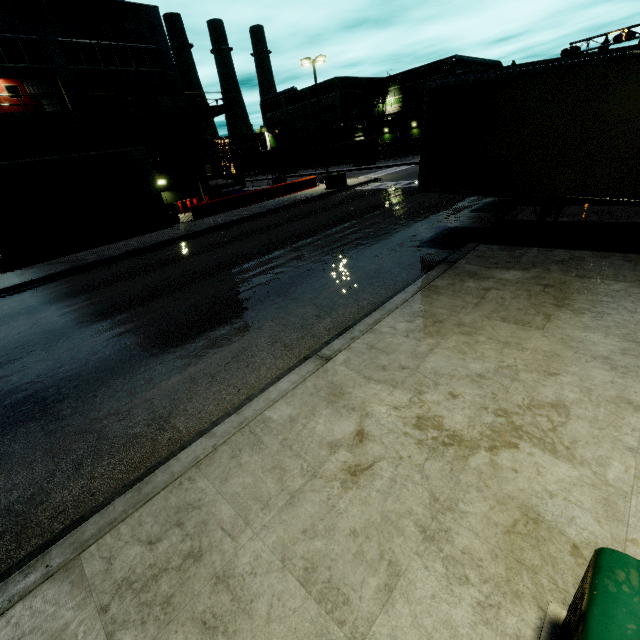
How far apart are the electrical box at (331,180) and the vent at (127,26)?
17.7m

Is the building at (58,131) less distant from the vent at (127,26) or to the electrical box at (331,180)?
the vent at (127,26)

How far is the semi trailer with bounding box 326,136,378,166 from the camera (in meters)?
47.22

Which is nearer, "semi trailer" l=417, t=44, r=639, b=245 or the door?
"semi trailer" l=417, t=44, r=639, b=245

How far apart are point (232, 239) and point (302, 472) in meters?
15.0

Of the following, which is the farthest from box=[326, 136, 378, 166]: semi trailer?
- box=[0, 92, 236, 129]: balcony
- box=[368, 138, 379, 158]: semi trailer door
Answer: box=[0, 92, 236, 129]: balcony

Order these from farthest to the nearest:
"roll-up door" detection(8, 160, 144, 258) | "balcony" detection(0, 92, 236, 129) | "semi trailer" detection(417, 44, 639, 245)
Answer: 1. "balcony" detection(0, 92, 236, 129)
2. "roll-up door" detection(8, 160, 144, 258)
3. "semi trailer" detection(417, 44, 639, 245)

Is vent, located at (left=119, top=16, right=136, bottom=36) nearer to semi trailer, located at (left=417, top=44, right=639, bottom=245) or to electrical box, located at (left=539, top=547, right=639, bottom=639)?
semi trailer, located at (left=417, top=44, right=639, bottom=245)
